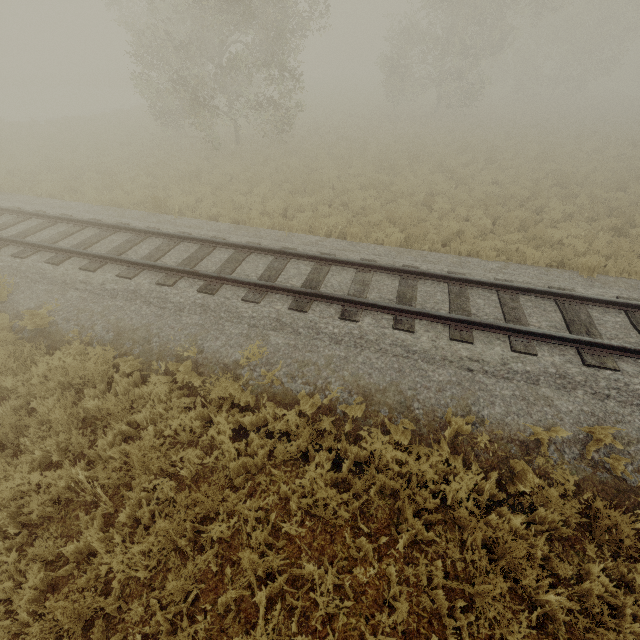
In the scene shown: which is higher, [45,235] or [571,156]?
[45,235]
